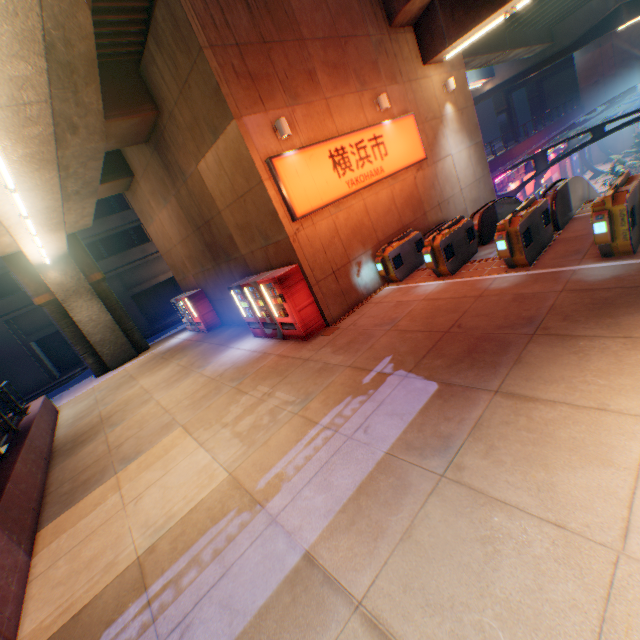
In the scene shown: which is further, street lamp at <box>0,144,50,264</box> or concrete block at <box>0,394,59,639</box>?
street lamp at <box>0,144,50,264</box>

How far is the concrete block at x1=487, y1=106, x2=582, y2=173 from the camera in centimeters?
2506cm

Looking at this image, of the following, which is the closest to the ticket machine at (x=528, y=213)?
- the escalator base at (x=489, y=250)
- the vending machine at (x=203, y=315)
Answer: the escalator base at (x=489, y=250)

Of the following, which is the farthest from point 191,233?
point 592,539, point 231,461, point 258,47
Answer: point 592,539

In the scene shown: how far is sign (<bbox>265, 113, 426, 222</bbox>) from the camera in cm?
842

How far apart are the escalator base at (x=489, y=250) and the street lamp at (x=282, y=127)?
5.7m

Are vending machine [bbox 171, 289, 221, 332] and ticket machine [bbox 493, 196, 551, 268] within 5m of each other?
no

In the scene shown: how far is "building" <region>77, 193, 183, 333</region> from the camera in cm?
2675
